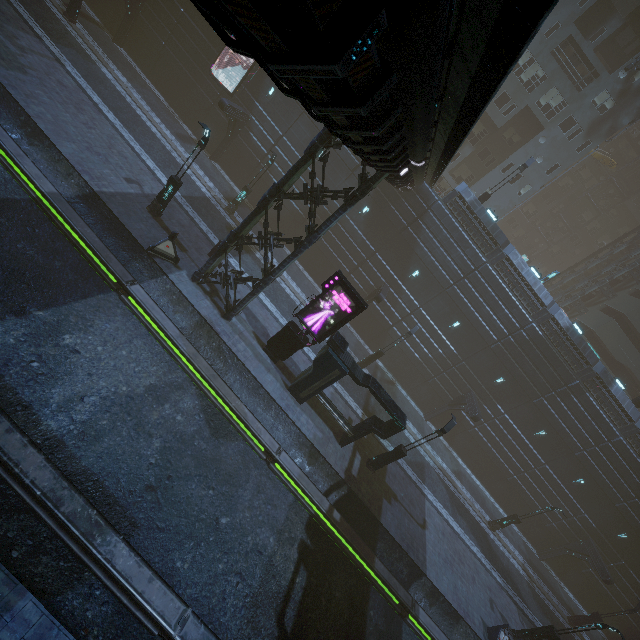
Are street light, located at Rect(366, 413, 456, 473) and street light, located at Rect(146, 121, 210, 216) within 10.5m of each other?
no

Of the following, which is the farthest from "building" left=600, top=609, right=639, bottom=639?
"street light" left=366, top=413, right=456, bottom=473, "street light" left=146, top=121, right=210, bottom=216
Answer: "street light" left=146, top=121, right=210, bottom=216

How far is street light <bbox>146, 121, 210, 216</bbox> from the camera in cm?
1508

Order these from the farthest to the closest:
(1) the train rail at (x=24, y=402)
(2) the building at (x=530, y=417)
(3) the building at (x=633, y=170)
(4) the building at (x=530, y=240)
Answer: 1. (4) the building at (x=530, y=240)
2. (3) the building at (x=633, y=170)
3. (1) the train rail at (x=24, y=402)
4. (2) the building at (x=530, y=417)

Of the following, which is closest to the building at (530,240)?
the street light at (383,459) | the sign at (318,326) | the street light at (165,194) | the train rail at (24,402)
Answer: the train rail at (24,402)

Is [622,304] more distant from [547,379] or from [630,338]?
[547,379]

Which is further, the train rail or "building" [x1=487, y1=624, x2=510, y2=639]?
"building" [x1=487, y1=624, x2=510, y2=639]

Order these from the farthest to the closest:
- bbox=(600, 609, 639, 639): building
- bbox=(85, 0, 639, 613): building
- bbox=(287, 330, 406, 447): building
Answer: bbox=(600, 609, 639, 639): building → bbox=(287, 330, 406, 447): building → bbox=(85, 0, 639, 613): building
